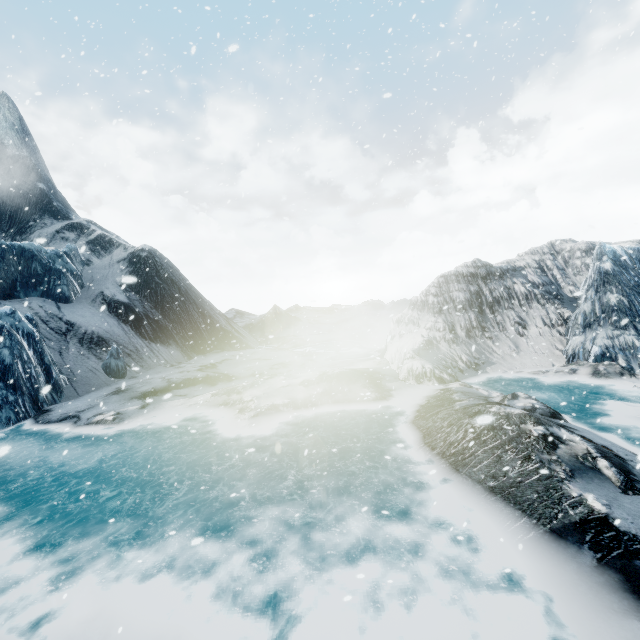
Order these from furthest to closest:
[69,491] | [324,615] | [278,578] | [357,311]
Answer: [357,311] < [69,491] < [278,578] < [324,615]
